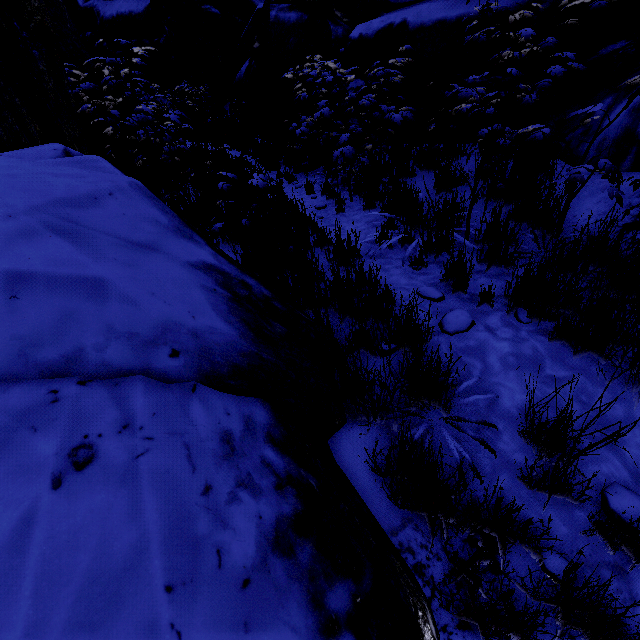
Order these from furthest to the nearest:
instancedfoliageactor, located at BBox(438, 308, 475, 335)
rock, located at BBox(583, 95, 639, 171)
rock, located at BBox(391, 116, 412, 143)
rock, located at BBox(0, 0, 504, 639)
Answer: rock, located at BBox(391, 116, 412, 143), rock, located at BBox(583, 95, 639, 171), instancedfoliageactor, located at BBox(438, 308, 475, 335), rock, located at BBox(0, 0, 504, 639)

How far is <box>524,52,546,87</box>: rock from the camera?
4.0 meters

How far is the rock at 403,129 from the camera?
5.2 meters

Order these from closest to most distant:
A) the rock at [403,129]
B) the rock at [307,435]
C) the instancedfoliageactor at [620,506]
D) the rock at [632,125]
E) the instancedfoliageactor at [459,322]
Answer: the rock at [307,435]
the instancedfoliageactor at [620,506]
the instancedfoliageactor at [459,322]
the rock at [632,125]
the rock at [403,129]

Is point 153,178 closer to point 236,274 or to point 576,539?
point 236,274

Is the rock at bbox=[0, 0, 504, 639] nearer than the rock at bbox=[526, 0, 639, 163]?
Yes

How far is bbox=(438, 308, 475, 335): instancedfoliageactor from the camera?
2.30m
